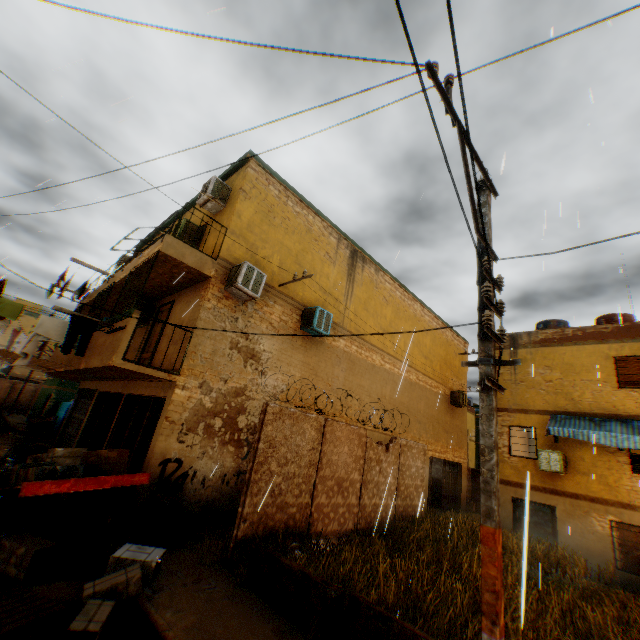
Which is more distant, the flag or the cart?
the flag

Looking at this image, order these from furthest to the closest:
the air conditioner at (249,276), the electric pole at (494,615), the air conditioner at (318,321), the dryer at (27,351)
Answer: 1. the air conditioner at (318,321)
2. the air conditioner at (249,276)
3. the dryer at (27,351)
4. the electric pole at (494,615)

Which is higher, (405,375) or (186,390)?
(405,375)

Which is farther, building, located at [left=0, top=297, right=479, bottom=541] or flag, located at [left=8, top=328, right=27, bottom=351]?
flag, located at [left=8, top=328, right=27, bottom=351]

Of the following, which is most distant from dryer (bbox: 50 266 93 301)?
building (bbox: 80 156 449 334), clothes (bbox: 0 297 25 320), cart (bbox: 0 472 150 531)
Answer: cart (bbox: 0 472 150 531)

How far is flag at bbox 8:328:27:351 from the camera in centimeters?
1608cm

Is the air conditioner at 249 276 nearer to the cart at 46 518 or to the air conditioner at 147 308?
the cart at 46 518

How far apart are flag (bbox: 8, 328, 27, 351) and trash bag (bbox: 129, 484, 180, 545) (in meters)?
14.14
